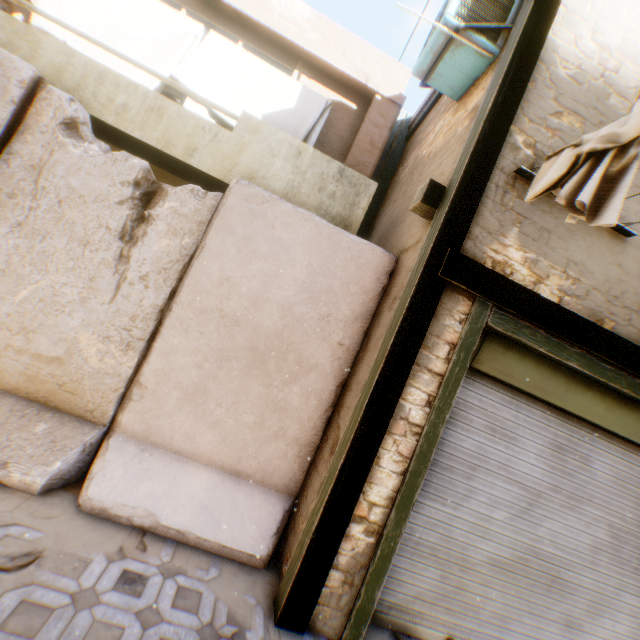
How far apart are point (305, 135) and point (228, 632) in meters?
5.6 m

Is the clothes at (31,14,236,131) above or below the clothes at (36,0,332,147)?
below

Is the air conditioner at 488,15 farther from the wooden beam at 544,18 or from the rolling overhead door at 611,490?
the rolling overhead door at 611,490

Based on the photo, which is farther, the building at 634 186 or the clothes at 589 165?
the building at 634 186

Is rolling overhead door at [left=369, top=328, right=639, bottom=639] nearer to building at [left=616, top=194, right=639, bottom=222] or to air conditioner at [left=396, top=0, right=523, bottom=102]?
building at [left=616, top=194, right=639, bottom=222]

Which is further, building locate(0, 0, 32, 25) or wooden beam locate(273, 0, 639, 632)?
building locate(0, 0, 32, 25)

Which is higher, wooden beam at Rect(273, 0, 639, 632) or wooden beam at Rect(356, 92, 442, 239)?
wooden beam at Rect(356, 92, 442, 239)

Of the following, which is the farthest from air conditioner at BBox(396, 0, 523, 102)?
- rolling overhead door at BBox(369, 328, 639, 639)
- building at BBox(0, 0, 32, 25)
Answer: rolling overhead door at BBox(369, 328, 639, 639)
